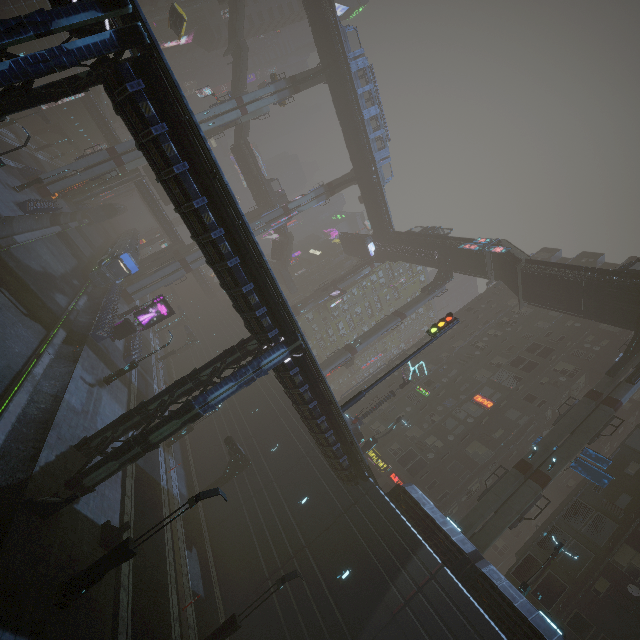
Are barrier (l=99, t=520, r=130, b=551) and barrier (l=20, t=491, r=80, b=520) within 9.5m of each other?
yes

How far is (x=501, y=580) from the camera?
16.7m

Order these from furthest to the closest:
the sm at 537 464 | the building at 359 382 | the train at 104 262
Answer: the building at 359 382
the train at 104 262
the sm at 537 464

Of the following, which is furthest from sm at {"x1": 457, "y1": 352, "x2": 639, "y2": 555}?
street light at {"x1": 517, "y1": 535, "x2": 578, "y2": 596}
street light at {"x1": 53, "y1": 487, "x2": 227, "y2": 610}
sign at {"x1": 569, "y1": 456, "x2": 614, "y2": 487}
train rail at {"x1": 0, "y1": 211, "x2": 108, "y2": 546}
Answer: train rail at {"x1": 0, "y1": 211, "x2": 108, "y2": 546}

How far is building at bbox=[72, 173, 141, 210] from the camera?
53.7m

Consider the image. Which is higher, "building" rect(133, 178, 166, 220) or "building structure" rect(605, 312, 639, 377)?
"building structure" rect(605, 312, 639, 377)

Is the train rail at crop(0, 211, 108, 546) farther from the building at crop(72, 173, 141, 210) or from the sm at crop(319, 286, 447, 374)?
the sm at crop(319, 286, 447, 374)

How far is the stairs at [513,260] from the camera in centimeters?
3500cm
